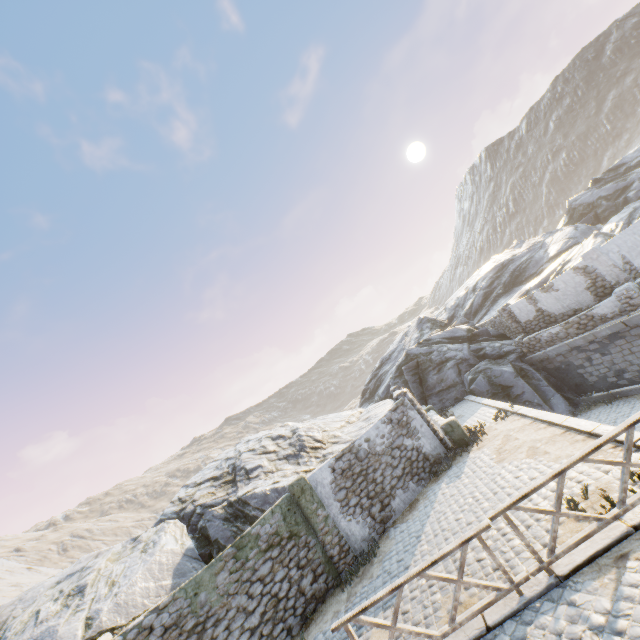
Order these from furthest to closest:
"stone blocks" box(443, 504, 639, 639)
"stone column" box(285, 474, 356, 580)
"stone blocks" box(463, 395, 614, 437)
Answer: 1. "stone column" box(285, 474, 356, 580)
2. "stone blocks" box(463, 395, 614, 437)
3. "stone blocks" box(443, 504, 639, 639)

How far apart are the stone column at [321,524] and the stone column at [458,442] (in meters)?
5.10

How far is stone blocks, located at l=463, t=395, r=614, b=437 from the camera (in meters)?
7.99

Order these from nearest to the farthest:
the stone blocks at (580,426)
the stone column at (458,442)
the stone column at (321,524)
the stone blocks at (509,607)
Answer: the stone blocks at (509,607), the stone blocks at (580,426), the stone column at (321,524), the stone column at (458,442)

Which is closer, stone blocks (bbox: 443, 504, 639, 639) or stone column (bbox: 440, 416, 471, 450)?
stone blocks (bbox: 443, 504, 639, 639)

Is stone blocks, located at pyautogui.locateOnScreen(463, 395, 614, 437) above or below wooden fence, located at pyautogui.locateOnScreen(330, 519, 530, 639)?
below

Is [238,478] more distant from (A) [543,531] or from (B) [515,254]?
(B) [515,254]

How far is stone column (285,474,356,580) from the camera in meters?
10.2 m
